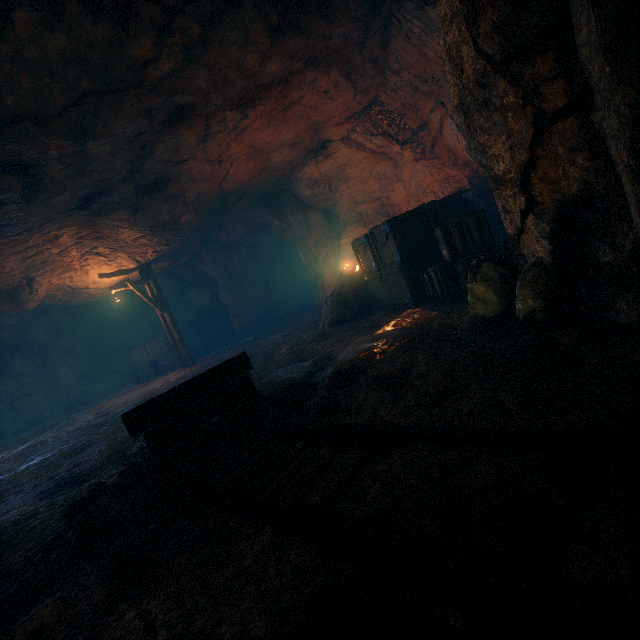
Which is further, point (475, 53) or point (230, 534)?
point (475, 53)

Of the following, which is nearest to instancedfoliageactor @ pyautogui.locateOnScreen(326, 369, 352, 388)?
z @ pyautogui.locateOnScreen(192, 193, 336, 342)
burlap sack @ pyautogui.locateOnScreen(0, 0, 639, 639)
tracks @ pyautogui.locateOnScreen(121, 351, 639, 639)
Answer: burlap sack @ pyautogui.locateOnScreen(0, 0, 639, 639)

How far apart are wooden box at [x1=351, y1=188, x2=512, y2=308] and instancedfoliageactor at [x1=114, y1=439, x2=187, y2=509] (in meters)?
4.01

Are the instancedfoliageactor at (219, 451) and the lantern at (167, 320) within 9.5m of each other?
no

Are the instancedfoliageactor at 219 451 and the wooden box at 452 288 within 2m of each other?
no

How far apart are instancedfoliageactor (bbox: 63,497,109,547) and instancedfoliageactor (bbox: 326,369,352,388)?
2.22m

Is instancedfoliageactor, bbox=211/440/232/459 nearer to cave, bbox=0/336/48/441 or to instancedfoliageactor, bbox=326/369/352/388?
instancedfoliageactor, bbox=326/369/352/388

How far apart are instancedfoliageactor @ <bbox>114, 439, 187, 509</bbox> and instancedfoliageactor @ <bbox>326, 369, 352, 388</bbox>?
1.16m
